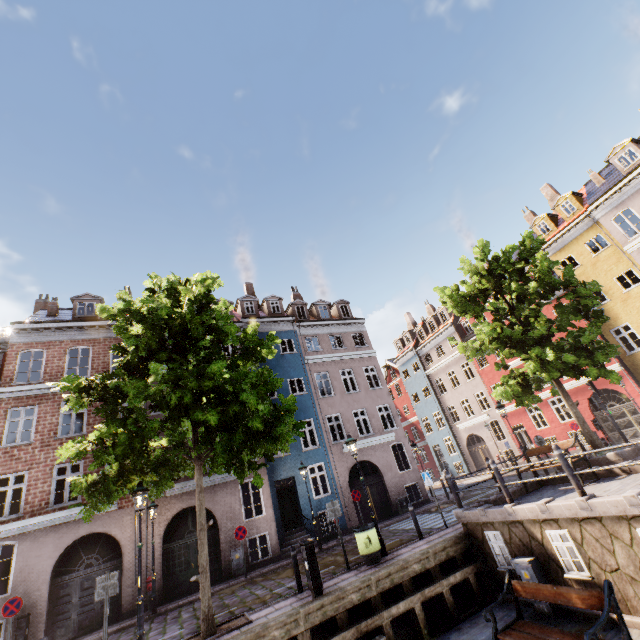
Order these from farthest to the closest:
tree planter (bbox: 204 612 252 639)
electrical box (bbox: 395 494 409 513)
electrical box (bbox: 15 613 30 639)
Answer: electrical box (bbox: 395 494 409 513) → electrical box (bbox: 15 613 30 639) → tree planter (bbox: 204 612 252 639)

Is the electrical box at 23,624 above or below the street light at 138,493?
below

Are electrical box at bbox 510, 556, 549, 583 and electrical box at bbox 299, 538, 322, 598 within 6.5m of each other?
yes

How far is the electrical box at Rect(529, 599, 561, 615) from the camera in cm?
742

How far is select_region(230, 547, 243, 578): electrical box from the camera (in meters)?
14.70

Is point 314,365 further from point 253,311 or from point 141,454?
point 141,454

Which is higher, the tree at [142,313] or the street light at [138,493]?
the tree at [142,313]

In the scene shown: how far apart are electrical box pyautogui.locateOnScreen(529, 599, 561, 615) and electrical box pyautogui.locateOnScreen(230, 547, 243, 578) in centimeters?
1199cm
